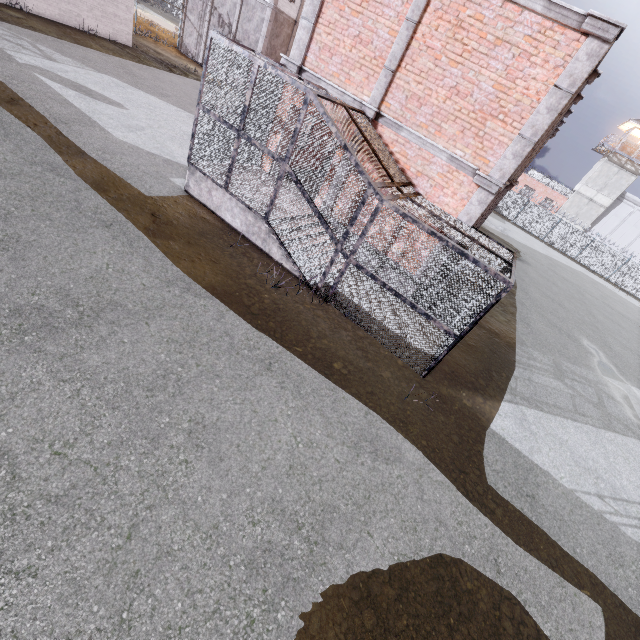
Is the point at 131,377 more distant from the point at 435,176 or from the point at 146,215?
the point at 435,176

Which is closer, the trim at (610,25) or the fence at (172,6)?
the trim at (610,25)

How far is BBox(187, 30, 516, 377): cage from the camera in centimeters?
665cm

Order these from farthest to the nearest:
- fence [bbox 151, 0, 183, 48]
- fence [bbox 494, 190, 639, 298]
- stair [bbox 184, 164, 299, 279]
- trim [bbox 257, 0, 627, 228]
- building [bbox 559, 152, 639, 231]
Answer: building [bbox 559, 152, 639, 231] → fence [bbox 494, 190, 639, 298] → fence [bbox 151, 0, 183, 48] → stair [bbox 184, 164, 299, 279] → trim [bbox 257, 0, 627, 228]

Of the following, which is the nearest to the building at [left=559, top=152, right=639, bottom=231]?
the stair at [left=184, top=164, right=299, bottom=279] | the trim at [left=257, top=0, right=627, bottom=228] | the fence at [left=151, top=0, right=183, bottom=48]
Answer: the fence at [left=151, top=0, right=183, bottom=48]

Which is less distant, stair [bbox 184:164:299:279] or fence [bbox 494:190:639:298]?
stair [bbox 184:164:299:279]

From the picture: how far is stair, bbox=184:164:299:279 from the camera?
8.48m

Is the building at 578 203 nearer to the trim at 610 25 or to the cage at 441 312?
the trim at 610 25
